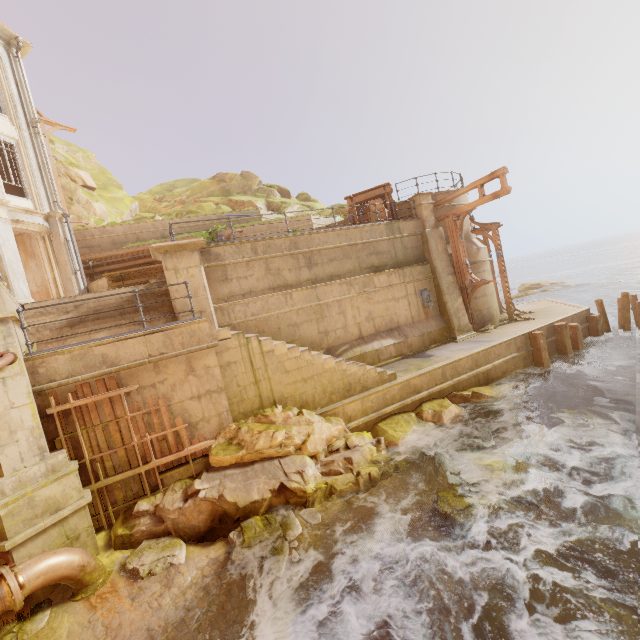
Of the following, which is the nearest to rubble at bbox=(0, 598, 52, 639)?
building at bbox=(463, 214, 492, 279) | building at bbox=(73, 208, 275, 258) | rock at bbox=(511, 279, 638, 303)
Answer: building at bbox=(73, 208, 275, 258)

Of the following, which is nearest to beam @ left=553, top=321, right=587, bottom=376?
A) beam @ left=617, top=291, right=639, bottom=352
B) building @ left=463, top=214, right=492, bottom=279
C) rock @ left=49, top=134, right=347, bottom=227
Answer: building @ left=463, top=214, right=492, bottom=279

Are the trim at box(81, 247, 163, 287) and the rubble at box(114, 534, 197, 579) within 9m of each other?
no

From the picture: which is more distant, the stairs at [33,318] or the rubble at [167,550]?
the stairs at [33,318]

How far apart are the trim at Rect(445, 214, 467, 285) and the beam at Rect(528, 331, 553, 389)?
3.3 meters

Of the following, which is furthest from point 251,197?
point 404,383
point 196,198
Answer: point 404,383

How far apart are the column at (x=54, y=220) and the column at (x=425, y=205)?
16.4m

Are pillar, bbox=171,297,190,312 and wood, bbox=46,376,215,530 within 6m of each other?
yes
